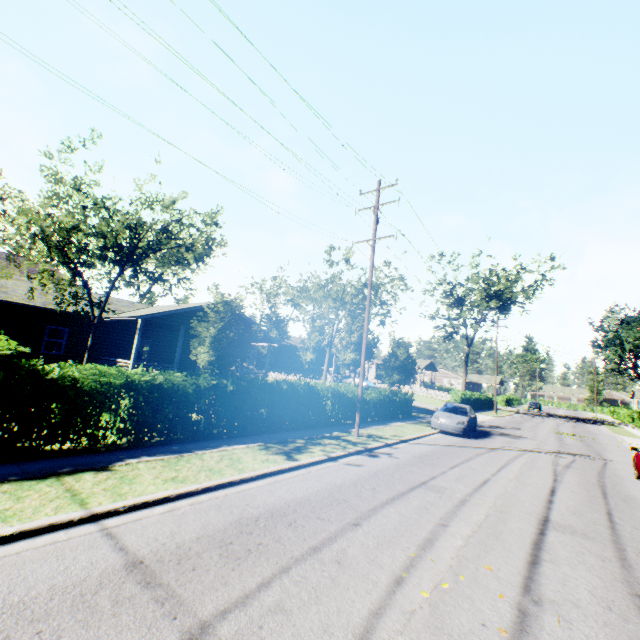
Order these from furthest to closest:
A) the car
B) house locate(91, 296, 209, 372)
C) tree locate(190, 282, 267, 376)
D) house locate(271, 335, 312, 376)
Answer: house locate(271, 335, 312, 376)
house locate(91, 296, 209, 372)
the car
tree locate(190, 282, 267, 376)

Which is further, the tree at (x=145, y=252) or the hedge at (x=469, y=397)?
the hedge at (x=469, y=397)

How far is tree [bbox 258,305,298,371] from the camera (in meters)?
36.44

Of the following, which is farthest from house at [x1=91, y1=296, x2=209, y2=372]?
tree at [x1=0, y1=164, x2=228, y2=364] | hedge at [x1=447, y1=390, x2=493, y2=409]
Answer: hedge at [x1=447, y1=390, x2=493, y2=409]

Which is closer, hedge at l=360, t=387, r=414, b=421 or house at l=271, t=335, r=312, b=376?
hedge at l=360, t=387, r=414, b=421

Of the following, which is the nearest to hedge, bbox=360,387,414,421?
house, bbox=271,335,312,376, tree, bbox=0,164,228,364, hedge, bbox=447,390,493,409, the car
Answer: the car

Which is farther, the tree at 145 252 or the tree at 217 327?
the tree at 217 327

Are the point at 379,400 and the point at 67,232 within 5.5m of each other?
no
